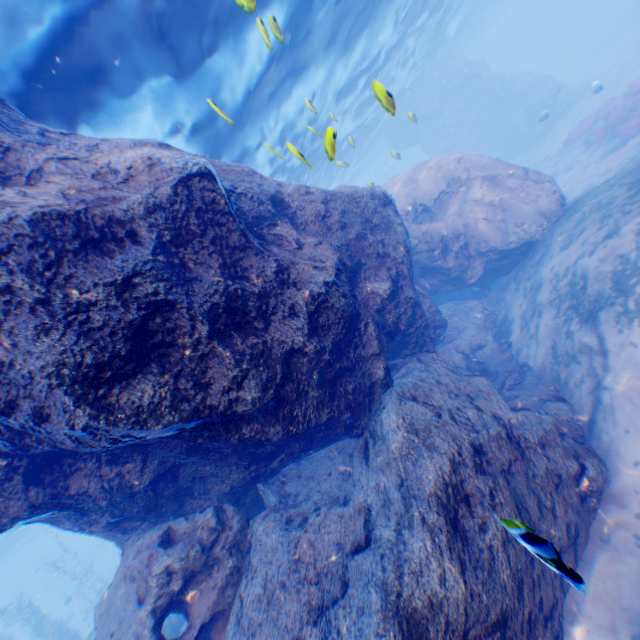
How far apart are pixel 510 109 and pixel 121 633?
42.2m

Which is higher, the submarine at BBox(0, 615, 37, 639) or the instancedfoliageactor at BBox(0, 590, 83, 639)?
the submarine at BBox(0, 615, 37, 639)

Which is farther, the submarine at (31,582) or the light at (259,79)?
the submarine at (31,582)

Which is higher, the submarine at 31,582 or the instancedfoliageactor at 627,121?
the submarine at 31,582

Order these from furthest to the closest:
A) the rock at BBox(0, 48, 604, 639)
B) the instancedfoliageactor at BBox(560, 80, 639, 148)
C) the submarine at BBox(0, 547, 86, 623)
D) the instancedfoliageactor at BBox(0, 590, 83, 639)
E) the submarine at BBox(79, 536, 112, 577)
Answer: the submarine at BBox(0, 547, 86, 623), the submarine at BBox(79, 536, 112, 577), the instancedfoliageactor at BBox(0, 590, 83, 639), the instancedfoliageactor at BBox(560, 80, 639, 148), the rock at BBox(0, 48, 604, 639)

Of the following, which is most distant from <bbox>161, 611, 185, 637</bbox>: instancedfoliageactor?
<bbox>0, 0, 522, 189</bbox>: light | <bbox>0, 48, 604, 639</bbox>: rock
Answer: <bbox>0, 0, 522, 189</bbox>: light

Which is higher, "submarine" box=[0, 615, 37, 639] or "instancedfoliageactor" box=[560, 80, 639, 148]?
"submarine" box=[0, 615, 37, 639]

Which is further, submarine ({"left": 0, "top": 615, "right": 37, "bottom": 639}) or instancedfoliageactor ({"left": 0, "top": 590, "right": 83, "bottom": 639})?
submarine ({"left": 0, "top": 615, "right": 37, "bottom": 639})
